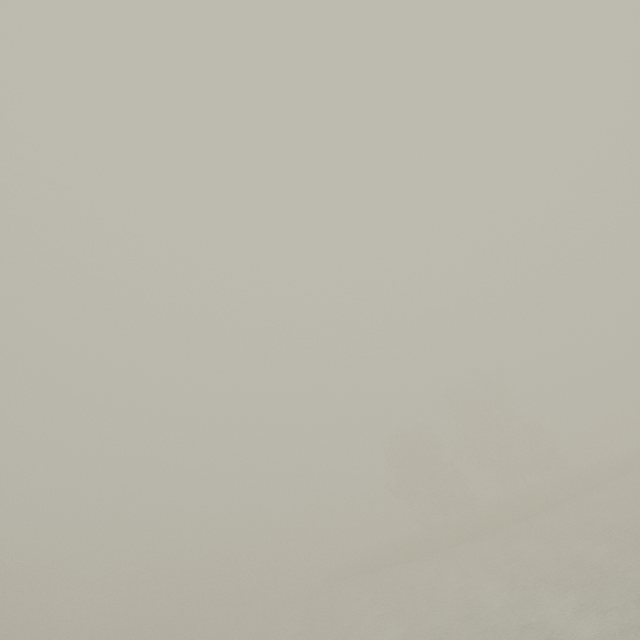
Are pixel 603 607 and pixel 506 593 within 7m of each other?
yes
